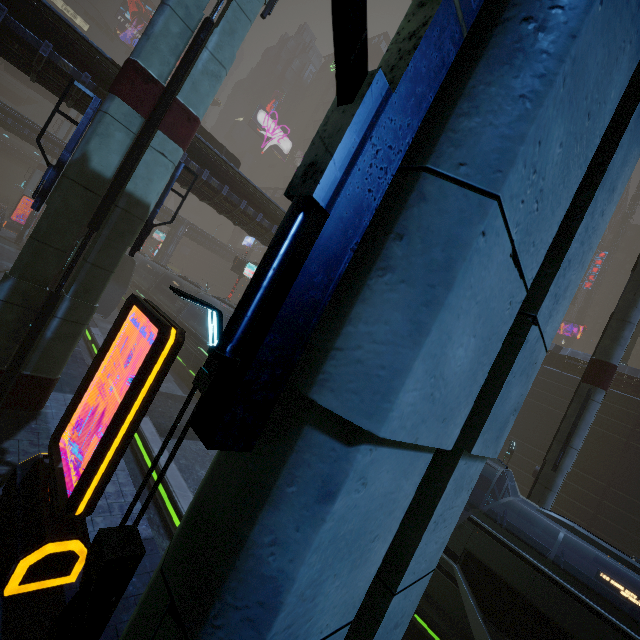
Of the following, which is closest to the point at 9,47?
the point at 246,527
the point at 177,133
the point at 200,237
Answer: the point at 177,133

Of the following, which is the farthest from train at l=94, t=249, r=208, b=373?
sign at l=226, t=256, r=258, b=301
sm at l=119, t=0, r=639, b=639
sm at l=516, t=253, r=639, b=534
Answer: sm at l=119, t=0, r=639, b=639

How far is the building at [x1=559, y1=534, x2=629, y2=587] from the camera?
19.3m

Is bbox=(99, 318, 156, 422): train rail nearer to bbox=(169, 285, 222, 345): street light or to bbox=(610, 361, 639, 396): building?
bbox=(610, 361, 639, 396): building

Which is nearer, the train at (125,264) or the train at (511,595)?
the train at (511,595)

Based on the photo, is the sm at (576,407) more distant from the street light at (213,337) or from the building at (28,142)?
the street light at (213,337)

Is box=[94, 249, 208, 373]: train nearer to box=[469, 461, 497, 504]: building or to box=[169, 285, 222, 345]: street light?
box=[469, 461, 497, 504]: building

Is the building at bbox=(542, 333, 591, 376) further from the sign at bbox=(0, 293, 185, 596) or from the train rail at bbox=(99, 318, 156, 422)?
the sign at bbox=(0, 293, 185, 596)
